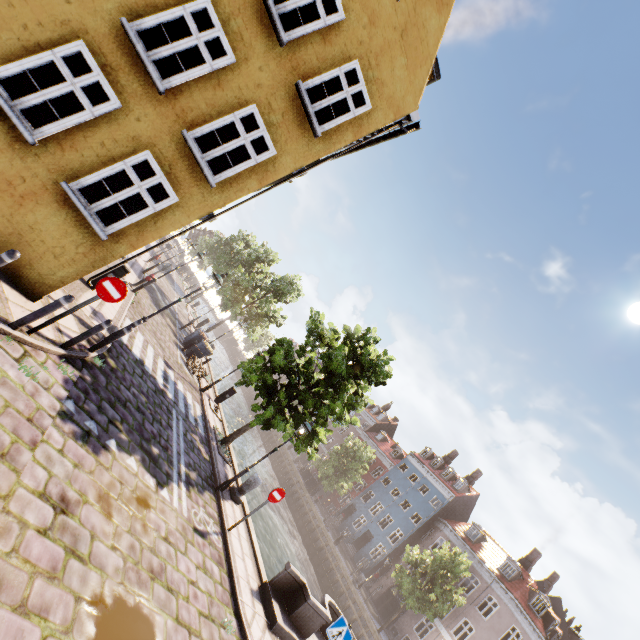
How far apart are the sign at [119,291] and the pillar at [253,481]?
8.2m

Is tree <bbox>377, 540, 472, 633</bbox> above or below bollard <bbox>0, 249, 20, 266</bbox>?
above

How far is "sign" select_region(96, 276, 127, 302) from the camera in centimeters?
642cm

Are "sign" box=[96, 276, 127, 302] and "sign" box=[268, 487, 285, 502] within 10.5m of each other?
yes

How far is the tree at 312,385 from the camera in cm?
1306

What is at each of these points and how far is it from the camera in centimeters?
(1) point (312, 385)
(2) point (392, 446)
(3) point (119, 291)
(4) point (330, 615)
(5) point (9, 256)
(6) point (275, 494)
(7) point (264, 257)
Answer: (1) tree, 1527cm
(2) building, 4872cm
(3) sign, 657cm
(4) bridge, 1037cm
(5) bollard, 509cm
(6) sign, 976cm
(7) tree, 4034cm

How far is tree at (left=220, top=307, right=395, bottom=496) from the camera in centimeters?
1306cm

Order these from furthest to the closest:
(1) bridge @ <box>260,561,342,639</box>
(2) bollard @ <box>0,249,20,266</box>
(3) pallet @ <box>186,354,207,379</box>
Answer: (3) pallet @ <box>186,354,207,379</box> < (1) bridge @ <box>260,561,342,639</box> < (2) bollard @ <box>0,249,20,266</box>
